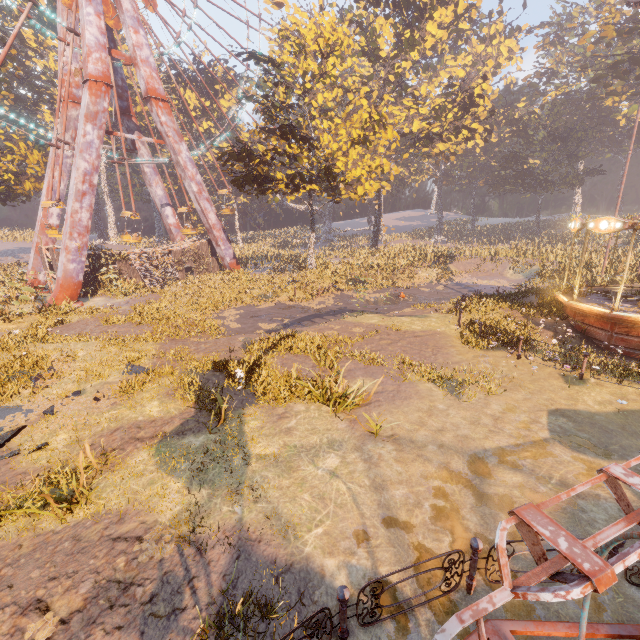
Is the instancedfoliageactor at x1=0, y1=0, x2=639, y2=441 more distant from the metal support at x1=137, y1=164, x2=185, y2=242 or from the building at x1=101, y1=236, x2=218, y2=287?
the building at x1=101, y1=236, x2=218, y2=287

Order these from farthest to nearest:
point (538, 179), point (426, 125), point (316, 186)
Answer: point (538, 179), point (426, 125), point (316, 186)

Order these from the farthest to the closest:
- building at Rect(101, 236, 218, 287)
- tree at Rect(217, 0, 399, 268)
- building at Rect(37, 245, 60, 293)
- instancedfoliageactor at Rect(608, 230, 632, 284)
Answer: building at Rect(101, 236, 218, 287)
building at Rect(37, 245, 60, 293)
instancedfoliageactor at Rect(608, 230, 632, 284)
tree at Rect(217, 0, 399, 268)

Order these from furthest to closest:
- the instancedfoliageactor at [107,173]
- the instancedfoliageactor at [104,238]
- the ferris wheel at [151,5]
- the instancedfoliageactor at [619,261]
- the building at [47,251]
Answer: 1. the instancedfoliageactor at [107,173]
2. the instancedfoliageactor at [104,238]
3. the ferris wheel at [151,5]
4. the building at [47,251]
5. the instancedfoliageactor at [619,261]

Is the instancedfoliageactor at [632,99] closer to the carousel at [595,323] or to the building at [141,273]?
the carousel at [595,323]

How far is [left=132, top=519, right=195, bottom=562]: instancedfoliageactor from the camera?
5.16m

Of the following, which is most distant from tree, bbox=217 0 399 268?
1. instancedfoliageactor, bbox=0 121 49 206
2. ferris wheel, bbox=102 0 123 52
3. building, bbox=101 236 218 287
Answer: instancedfoliageactor, bbox=0 121 49 206

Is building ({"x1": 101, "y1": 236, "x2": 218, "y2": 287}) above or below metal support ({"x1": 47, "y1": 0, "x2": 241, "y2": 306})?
below
